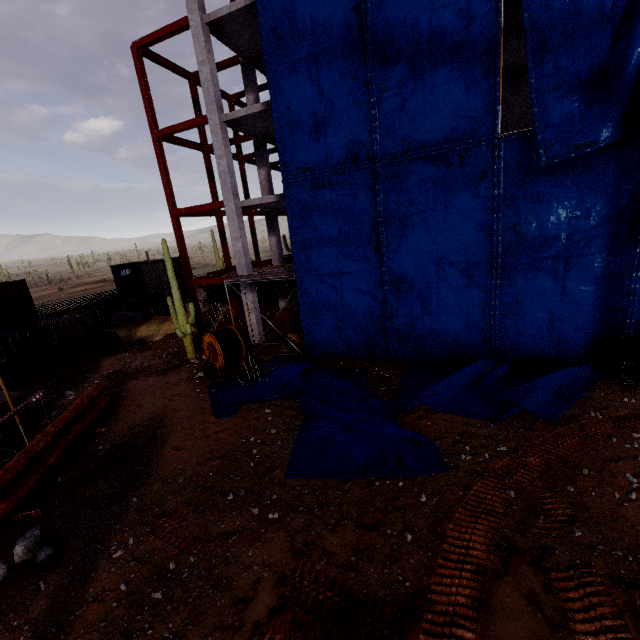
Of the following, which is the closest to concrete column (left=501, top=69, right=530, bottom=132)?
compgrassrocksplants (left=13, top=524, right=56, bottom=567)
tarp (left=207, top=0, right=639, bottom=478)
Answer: tarp (left=207, top=0, right=639, bottom=478)

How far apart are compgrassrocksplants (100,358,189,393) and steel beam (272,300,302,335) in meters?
6.9 m

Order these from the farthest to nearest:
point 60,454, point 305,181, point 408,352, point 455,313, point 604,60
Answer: point 408,352, point 305,181, point 455,313, point 60,454, point 604,60

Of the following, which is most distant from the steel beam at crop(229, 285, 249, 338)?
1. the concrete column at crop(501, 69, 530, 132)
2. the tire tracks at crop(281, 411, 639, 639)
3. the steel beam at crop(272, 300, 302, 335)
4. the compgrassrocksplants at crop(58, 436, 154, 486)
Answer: the tire tracks at crop(281, 411, 639, 639)

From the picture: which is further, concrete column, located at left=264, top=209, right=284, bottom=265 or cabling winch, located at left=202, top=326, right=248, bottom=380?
concrete column, located at left=264, top=209, right=284, bottom=265

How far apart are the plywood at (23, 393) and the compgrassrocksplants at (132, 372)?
2.79m

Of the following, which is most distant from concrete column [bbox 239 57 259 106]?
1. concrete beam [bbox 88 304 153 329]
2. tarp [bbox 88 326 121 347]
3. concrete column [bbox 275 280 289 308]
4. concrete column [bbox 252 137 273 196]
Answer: concrete beam [bbox 88 304 153 329]

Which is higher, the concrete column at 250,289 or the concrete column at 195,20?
the concrete column at 195,20
